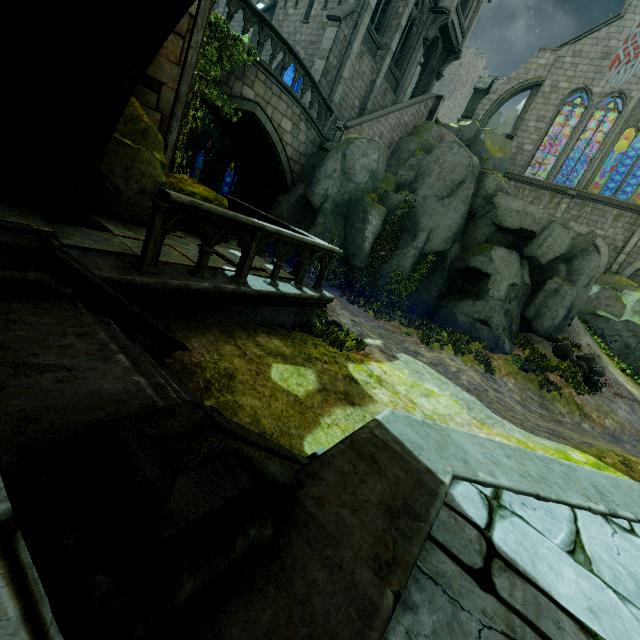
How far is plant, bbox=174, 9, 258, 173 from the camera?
7.7 meters

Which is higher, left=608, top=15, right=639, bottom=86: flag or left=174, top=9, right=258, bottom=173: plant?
Result: left=608, top=15, right=639, bottom=86: flag

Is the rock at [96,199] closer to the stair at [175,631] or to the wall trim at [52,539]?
the stair at [175,631]

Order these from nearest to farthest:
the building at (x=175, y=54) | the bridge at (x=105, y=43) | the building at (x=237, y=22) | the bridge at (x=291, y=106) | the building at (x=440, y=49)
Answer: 1. the bridge at (x=105, y=43)
2. the building at (x=175, y=54)
3. the bridge at (x=291, y=106)
4. the building at (x=440, y=49)
5. the building at (x=237, y=22)

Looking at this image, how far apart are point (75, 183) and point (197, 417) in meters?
3.8 m

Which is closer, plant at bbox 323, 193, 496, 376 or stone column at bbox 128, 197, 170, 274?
stone column at bbox 128, 197, 170, 274

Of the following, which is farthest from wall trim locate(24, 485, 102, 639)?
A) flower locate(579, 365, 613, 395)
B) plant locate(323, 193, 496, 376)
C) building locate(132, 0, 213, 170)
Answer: plant locate(323, 193, 496, 376)

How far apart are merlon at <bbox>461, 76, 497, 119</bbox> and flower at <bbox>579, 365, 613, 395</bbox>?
24.0m
